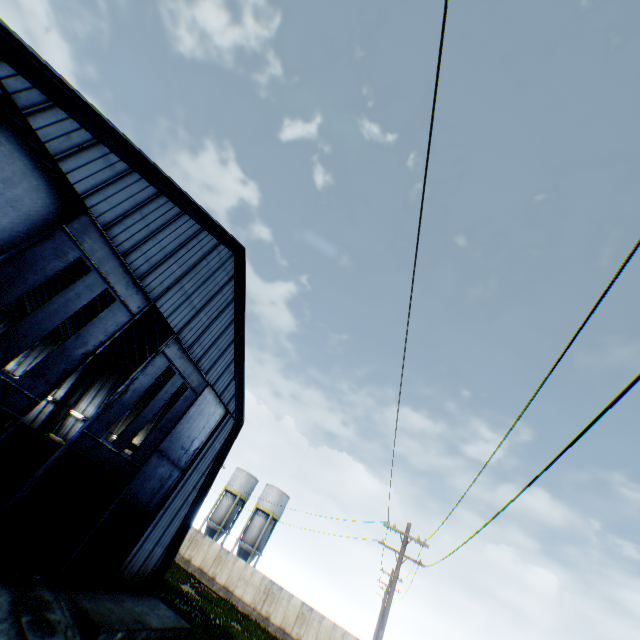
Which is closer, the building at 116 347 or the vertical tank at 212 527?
the building at 116 347

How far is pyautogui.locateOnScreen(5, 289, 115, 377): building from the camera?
28.0 meters

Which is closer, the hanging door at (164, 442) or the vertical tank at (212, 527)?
the hanging door at (164, 442)

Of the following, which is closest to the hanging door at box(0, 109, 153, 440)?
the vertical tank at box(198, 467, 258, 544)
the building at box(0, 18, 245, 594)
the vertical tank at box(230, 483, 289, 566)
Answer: the building at box(0, 18, 245, 594)

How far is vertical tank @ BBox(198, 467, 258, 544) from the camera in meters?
44.8

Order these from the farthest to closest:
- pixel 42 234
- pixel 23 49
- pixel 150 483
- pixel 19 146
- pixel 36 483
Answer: pixel 150 483, pixel 36 483, pixel 42 234, pixel 19 146, pixel 23 49

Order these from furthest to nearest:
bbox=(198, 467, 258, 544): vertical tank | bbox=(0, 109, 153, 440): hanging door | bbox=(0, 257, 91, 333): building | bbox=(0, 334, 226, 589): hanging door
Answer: bbox=(198, 467, 258, 544): vertical tank
bbox=(0, 257, 91, 333): building
bbox=(0, 334, 226, 589): hanging door
bbox=(0, 109, 153, 440): hanging door

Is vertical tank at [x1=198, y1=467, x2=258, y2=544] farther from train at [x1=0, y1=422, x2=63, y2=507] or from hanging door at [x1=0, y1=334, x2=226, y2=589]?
hanging door at [x1=0, y1=334, x2=226, y2=589]
